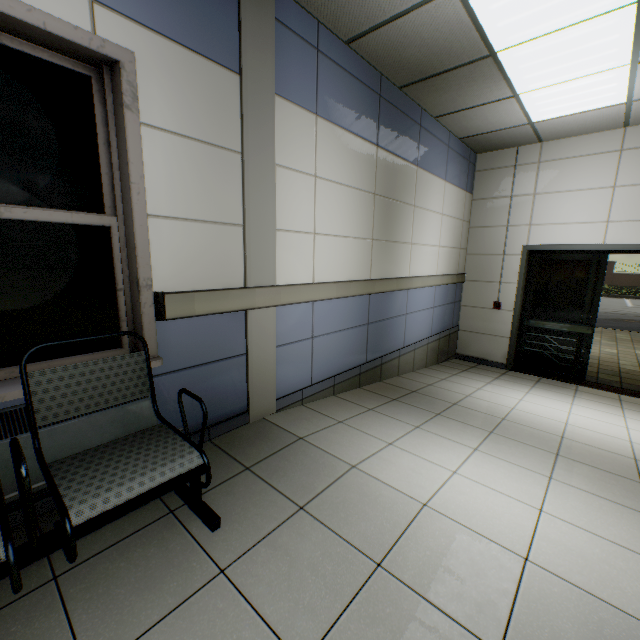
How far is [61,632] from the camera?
1.18m

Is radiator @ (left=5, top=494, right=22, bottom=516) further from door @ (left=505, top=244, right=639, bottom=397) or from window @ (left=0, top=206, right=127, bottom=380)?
door @ (left=505, top=244, right=639, bottom=397)

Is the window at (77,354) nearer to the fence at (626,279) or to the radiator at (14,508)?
the radiator at (14,508)

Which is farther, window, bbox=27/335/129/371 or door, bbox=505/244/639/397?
door, bbox=505/244/639/397

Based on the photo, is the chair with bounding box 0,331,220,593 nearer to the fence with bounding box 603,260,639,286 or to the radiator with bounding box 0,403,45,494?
the radiator with bounding box 0,403,45,494

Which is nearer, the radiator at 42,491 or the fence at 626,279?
the radiator at 42,491

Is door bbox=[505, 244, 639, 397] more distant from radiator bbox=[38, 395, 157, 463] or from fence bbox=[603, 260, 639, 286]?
fence bbox=[603, 260, 639, 286]

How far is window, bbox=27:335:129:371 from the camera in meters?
1.7
